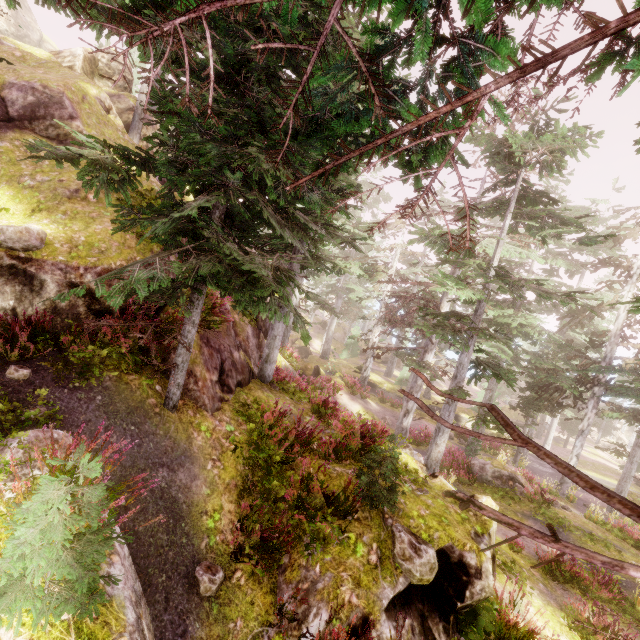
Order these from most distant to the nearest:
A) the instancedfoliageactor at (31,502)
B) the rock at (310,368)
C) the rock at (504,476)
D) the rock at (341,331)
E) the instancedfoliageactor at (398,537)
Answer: the rock at (341,331) < the rock at (310,368) < the rock at (504,476) < the instancedfoliageactor at (398,537) < the instancedfoliageactor at (31,502)

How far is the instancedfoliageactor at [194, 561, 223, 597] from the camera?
4.91m

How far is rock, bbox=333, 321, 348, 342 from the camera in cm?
5250

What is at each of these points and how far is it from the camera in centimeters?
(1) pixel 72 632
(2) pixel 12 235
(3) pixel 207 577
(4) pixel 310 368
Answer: (1) rock, 283cm
(2) instancedfoliageactor, 612cm
(3) instancedfoliageactor, 499cm
(4) rock, 2573cm

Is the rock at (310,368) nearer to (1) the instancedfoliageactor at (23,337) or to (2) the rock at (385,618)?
(1) the instancedfoliageactor at (23,337)

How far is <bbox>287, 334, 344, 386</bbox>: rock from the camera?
25.6 meters

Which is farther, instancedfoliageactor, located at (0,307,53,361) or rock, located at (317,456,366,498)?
rock, located at (317,456,366,498)

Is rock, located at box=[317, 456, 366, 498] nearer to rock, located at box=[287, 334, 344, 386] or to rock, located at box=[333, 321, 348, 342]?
rock, located at box=[287, 334, 344, 386]
